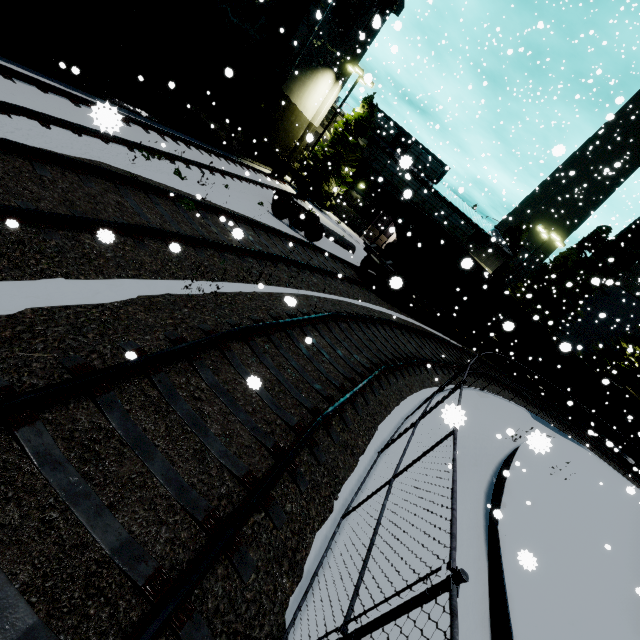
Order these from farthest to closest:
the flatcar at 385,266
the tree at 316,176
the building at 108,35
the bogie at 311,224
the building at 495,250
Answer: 1. the building at 495,250
2. the tree at 316,176
3. the flatcar at 385,266
4. the bogie at 311,224
5. the building at 108,35

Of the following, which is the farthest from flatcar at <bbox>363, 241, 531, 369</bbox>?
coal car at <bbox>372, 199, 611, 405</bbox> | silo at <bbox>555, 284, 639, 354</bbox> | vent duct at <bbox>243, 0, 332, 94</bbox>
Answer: silo at <bbox>555, 284, 639, 354</bbox>

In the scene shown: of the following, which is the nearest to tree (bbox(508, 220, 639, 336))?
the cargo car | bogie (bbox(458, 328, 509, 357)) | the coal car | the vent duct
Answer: the cargo car

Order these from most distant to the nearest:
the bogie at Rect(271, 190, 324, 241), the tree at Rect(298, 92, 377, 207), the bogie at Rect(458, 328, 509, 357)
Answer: the tree at Rect(298, 92, 377, 207)
the bogie at Rect(458, 328, 509, 357)
the bogie at Rect(271, 190, 324, 241)

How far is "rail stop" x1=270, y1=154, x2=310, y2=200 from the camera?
22.6m

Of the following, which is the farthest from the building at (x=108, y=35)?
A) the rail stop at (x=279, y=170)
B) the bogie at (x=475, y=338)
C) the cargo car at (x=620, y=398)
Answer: the bogie at (x=475, y=338)

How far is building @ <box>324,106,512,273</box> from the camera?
30.1 meters

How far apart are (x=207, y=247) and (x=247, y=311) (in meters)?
2.14
